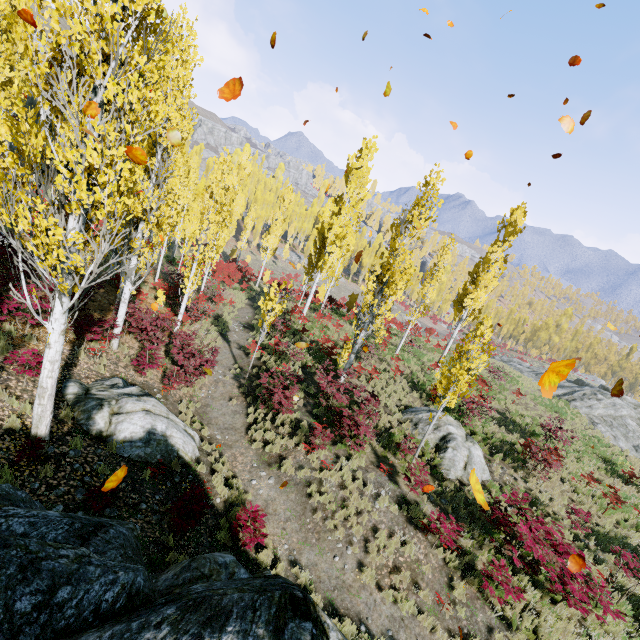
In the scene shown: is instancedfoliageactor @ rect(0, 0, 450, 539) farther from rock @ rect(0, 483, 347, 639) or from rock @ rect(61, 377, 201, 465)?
→ rock @ rect(61, 377, 201, 465)

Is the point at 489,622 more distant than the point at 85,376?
No

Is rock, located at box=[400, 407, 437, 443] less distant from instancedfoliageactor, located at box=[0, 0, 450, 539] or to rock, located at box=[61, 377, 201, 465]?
instancedfoliageactor, located at box=[0, 0, 450, 539]

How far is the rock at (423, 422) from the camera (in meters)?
14.05

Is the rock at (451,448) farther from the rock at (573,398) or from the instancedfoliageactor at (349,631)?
the rock at (573,398)

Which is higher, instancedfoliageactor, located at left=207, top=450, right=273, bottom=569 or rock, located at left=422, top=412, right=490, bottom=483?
rock, located at left=422, top=412, right=490, bottom=483

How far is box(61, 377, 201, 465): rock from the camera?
8.18m

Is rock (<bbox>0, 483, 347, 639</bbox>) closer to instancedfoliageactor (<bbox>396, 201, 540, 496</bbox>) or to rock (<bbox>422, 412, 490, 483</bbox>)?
instancedfoliageactor (<bbox>396, 201, 540, 496</bbox>)
